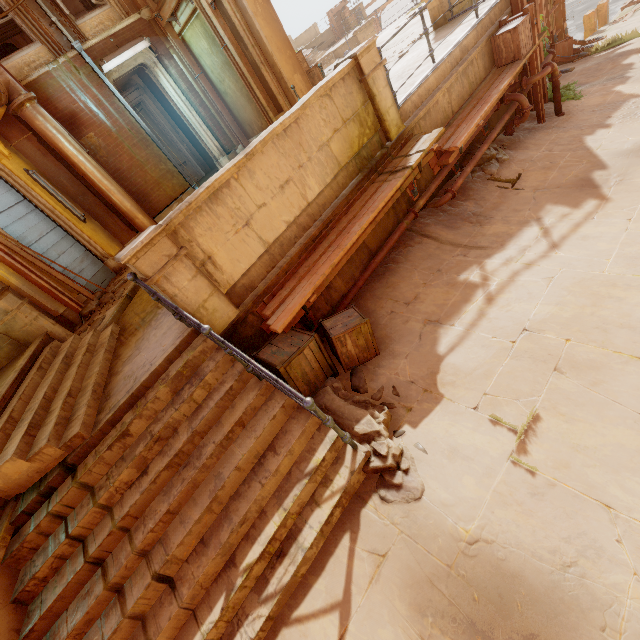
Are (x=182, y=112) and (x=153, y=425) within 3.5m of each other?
no

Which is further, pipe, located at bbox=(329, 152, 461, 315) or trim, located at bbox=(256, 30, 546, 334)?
pipe, located at bbox=(329, 152, 461, 315)

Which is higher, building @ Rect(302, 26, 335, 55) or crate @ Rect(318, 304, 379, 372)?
building @ Rect(302, 26, 335, 55)

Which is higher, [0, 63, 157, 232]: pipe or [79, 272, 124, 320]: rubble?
[0, 63, 157, 232]: pipe

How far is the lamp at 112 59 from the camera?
8.70m

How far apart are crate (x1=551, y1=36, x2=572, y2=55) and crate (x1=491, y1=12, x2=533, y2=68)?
7.8 meters

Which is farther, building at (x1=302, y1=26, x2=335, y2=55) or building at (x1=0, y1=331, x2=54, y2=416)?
building at (x1=302, y1=26, x2=335, y2=55)

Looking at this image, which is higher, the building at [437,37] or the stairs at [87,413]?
the stairs at [87,413]
